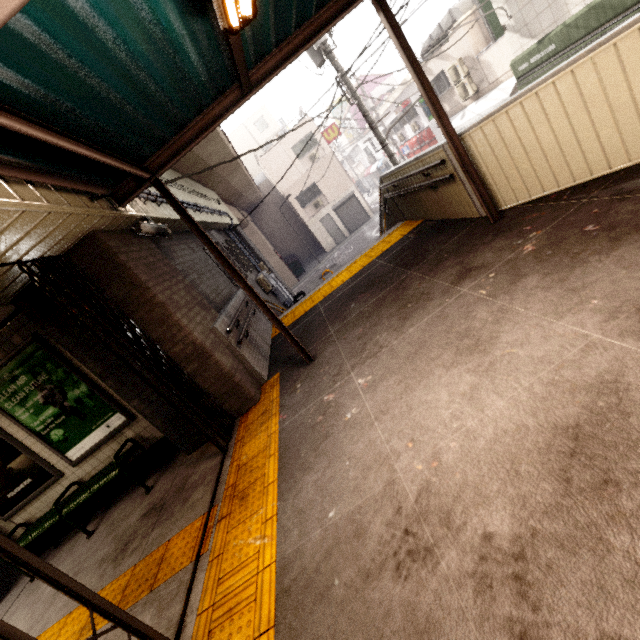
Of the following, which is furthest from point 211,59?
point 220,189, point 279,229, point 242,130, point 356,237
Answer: point 242,130

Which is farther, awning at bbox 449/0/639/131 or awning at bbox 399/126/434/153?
awning at bbox 399/126/434/153

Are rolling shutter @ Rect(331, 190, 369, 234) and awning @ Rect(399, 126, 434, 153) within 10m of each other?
yes

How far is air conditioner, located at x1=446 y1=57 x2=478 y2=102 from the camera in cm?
1531

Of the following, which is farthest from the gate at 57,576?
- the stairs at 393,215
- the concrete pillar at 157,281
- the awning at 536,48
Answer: the awning at 536,48

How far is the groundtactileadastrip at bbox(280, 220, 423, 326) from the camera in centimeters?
689cm

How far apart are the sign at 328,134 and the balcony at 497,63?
11.76m

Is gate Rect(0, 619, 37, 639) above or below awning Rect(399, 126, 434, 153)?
above
